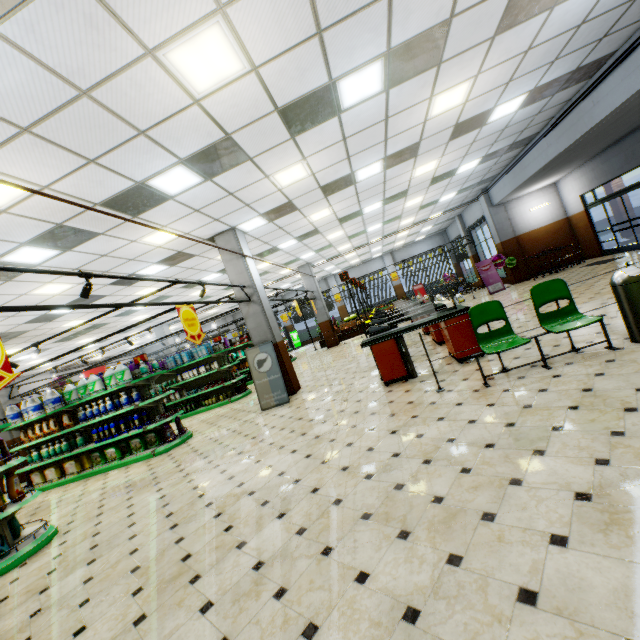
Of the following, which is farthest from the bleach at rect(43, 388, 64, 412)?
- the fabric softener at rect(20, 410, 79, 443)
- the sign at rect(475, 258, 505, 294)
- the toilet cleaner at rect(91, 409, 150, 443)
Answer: the sign at rect(475, 258, 505, 294)

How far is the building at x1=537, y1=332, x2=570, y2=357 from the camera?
5.0 meters

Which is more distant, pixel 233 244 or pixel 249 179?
pixel 233 244

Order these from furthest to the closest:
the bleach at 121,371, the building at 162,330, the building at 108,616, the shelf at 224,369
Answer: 1. the building at 162,330
2. the bleach at 121,371
3. the shelf at 224,369
4. the building at 108,616

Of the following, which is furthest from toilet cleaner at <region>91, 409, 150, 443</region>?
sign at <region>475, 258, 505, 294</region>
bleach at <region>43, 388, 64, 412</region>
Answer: sign at <region>475, 258, 505, 294</region>

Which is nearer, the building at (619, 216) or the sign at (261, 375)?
the sign at (261, 375)

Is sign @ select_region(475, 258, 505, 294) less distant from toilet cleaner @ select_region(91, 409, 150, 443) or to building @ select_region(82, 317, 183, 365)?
building @ select_region(82, 317, 183, 365)
